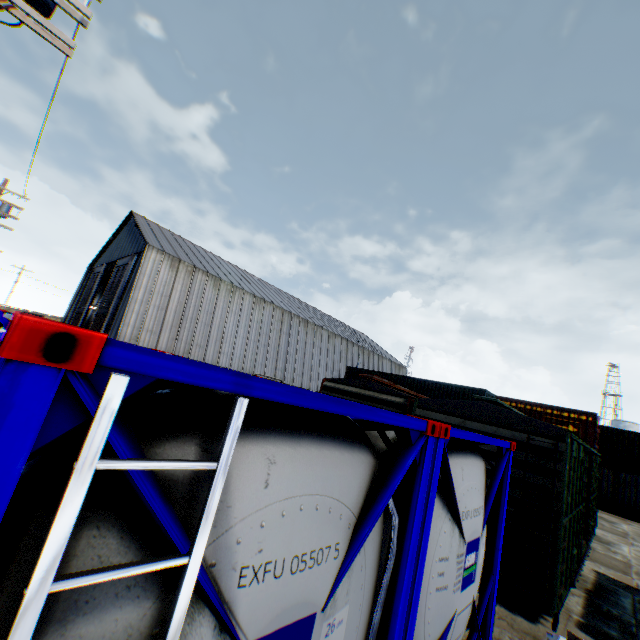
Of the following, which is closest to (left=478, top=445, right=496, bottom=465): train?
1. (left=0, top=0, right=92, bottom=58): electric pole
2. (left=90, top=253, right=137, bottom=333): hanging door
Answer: (left=0, top=0, right=92, bottom=58): electric pole

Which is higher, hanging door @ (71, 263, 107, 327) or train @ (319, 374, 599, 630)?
hanging door @ (71, 263, 107, 327)

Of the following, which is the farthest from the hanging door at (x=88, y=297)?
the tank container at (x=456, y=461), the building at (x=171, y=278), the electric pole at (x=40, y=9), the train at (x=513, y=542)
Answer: the train at (x=513, y=542)

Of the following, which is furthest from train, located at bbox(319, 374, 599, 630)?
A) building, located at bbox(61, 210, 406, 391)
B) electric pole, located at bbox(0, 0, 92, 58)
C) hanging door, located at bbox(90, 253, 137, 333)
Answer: hanging door, located at bbox(90, 253, 137, 333)

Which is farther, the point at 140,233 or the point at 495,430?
the point at 140,233

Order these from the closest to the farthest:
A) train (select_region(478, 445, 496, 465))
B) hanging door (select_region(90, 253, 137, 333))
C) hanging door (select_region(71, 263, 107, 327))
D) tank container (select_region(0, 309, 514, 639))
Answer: tank container (select_region(0, 309, 514, 639))
train (select_region(478, 445, 496, 465))
hanging door (select_region(90, 253, 137, 333))
hanging door (select_region(71, 263, 107, 327))

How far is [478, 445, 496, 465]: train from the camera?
7.0m

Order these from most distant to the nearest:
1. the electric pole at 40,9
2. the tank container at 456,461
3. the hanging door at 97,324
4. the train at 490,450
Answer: the hanging door at 97,324 < the train at 490,450 < the electric pole at 40,9 < the tank container at 456,461
